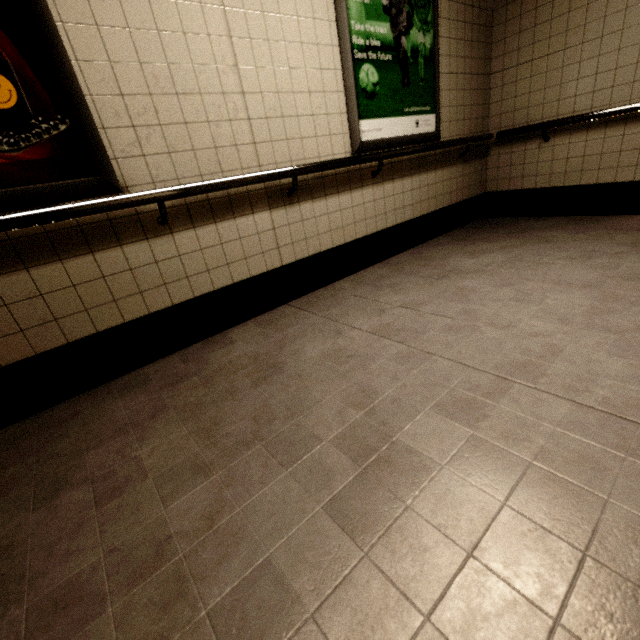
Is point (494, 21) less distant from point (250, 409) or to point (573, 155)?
point (573, 155)

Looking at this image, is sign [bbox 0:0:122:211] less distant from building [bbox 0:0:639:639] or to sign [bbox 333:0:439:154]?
building [bbox 0:0:639:639]

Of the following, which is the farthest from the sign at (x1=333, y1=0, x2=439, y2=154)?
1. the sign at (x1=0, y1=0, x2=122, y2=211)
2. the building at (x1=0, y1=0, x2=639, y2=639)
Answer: the sign at (x1=0, y1=0, x2=122, y2=211)

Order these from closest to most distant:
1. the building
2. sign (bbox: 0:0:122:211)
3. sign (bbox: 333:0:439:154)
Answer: the building
sign (bbox: 0:0:122:211)
sign (bbox: 333:0:439:154)

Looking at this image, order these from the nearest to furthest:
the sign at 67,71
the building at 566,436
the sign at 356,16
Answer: the building at 566,436 < the sign at 67,71 < the sign at 356,16

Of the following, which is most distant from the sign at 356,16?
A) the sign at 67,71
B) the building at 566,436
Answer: the sign at 67,71
